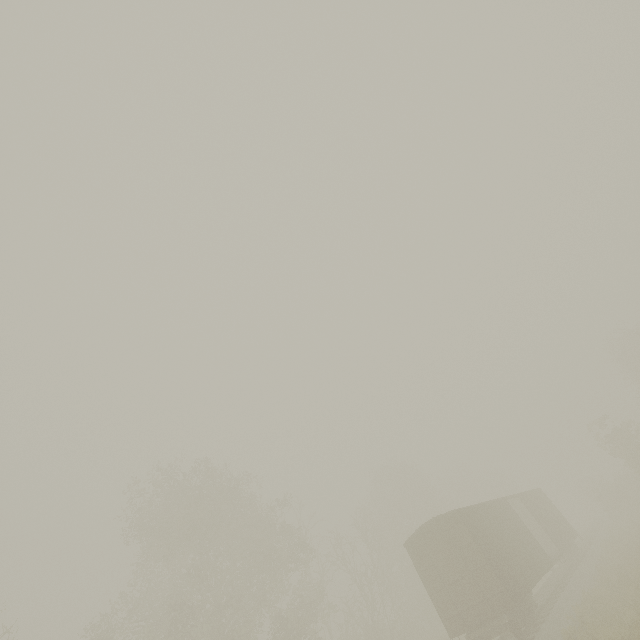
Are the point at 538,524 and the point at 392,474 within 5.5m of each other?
no

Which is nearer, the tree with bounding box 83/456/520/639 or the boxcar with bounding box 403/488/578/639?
the boxcar with bounding box 403/488/578/639

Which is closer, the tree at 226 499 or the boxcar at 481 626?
the boxcar at 481 626
